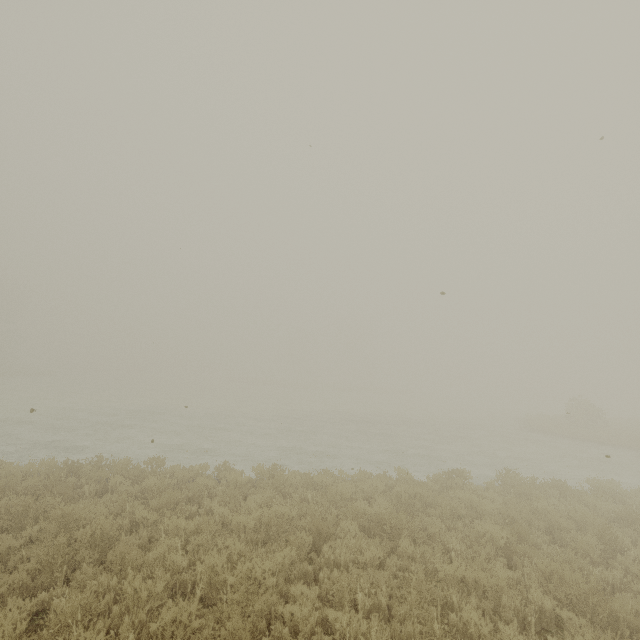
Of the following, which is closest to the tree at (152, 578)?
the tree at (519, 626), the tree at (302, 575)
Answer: the tree at (302, 575)

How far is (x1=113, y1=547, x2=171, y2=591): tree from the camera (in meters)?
4.65

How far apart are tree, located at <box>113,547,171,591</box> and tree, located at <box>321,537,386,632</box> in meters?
2.8 m

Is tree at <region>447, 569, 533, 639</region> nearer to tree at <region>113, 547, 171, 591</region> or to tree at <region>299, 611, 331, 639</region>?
tree at <region>299, 611, 331, 639</region>

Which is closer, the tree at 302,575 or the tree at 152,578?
the tree at 152,578

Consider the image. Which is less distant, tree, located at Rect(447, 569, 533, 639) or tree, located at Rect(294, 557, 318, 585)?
tree, located at Rect(447, 569, 533, 639)

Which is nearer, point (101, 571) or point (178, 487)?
point (101, 571)

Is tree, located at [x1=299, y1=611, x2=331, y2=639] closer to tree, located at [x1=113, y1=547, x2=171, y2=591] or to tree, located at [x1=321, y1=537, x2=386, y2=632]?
tree, located at [x1=321, y1=537, x2=386, y2=632]
